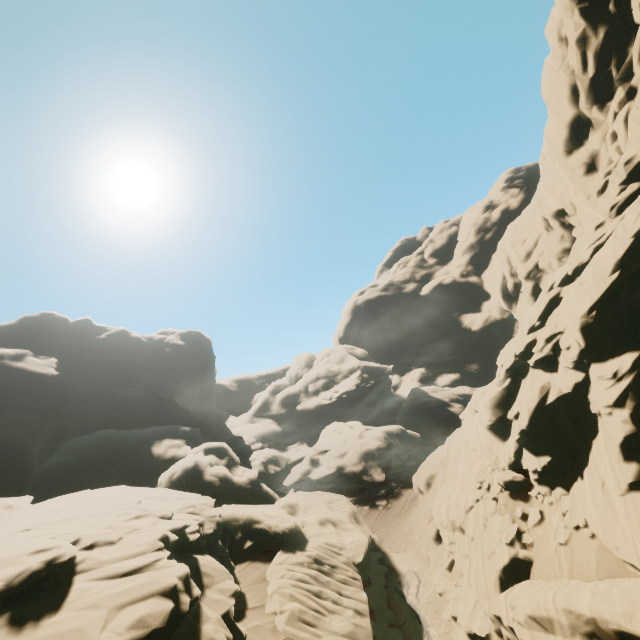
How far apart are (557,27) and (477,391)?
34.01m

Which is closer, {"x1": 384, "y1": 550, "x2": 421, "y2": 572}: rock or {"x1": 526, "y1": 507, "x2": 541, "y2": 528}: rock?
{"x1": 526, "y1": 507, "x2": 541, "y2": 528}: rock

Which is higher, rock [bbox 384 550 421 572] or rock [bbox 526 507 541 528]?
rock [bbox 526 507 541 528]

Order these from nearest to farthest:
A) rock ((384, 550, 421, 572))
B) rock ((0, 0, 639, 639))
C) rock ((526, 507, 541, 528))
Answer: rock ((0, 0, 639, 639))
rock ((526, 507, 541, 528))
rock ((384, 550, 421, 572))

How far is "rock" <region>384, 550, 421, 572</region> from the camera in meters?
22.8

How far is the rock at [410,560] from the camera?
22.8m

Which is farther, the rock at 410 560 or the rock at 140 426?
the rock at 410 560
